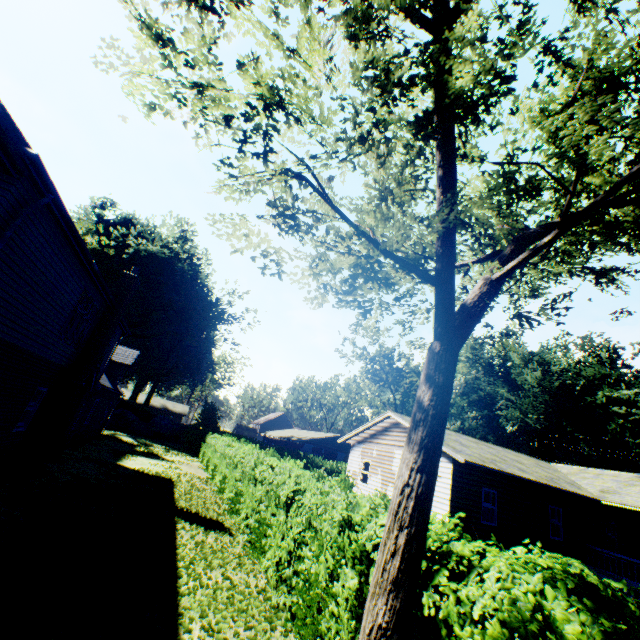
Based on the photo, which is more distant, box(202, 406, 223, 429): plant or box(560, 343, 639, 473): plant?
box(560, 343, 639, 473): plant

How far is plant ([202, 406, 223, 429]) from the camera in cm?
3981

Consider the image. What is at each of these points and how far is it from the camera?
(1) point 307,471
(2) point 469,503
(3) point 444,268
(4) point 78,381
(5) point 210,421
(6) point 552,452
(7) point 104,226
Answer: (1) hedge, 11.5 meters
(2) house, 15.6 meters
(3) tree, 4.8 meters
(4) chimney, 13.3 meters
(5) plant, 40.5 meters
(6) plant, 59.3 meters
(7) plant, 49.8 meters

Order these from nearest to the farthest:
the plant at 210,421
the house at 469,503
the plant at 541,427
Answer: the house at 469,503 → the plant at 210,421 → the plant at 541,427

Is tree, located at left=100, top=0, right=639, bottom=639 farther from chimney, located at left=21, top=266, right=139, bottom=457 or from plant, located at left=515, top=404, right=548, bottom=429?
plant, located at left=515, top=404, right=548, bottom=429

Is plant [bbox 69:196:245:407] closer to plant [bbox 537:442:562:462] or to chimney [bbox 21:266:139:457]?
chimney [bbox 21:266:139:457]

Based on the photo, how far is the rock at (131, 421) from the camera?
35.8m

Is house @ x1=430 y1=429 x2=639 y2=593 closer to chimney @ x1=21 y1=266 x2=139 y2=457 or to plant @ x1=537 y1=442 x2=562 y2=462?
chimney @ x1=21 y1=266 x2=139 y2=457
